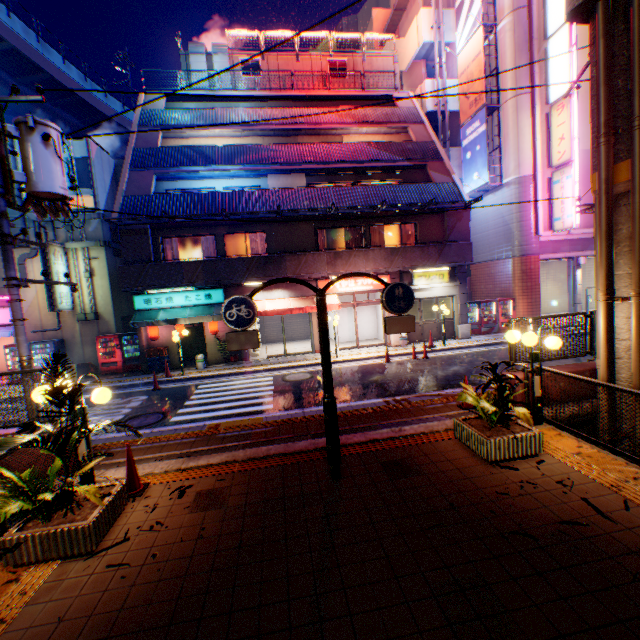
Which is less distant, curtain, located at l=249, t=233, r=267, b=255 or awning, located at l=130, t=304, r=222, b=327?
awning, located at l=130, t=304, r=222, b=327

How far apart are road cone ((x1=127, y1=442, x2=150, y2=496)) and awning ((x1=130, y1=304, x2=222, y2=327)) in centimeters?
1085cm

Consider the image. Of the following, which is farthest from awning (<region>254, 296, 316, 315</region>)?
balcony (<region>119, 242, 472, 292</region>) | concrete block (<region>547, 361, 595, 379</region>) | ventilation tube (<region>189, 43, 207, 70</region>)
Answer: ventilation tube (<region>189, 43, 207, 70</region>)

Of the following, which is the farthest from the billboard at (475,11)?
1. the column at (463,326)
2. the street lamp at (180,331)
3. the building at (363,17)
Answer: the building at (363,17)

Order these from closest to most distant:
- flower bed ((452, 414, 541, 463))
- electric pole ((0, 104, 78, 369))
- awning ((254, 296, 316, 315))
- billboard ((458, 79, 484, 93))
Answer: flower bed ((452, 414, 541, 463)) < electric pole ((0, 104, 78, 369)) < awning ((254, 296, 316, 315)) < billboard ((458, 79, 484, 93))

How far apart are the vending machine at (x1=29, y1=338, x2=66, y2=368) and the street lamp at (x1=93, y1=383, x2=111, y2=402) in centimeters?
1408cm

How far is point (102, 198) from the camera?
17.58m

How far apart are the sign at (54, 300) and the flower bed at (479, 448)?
18.39m
